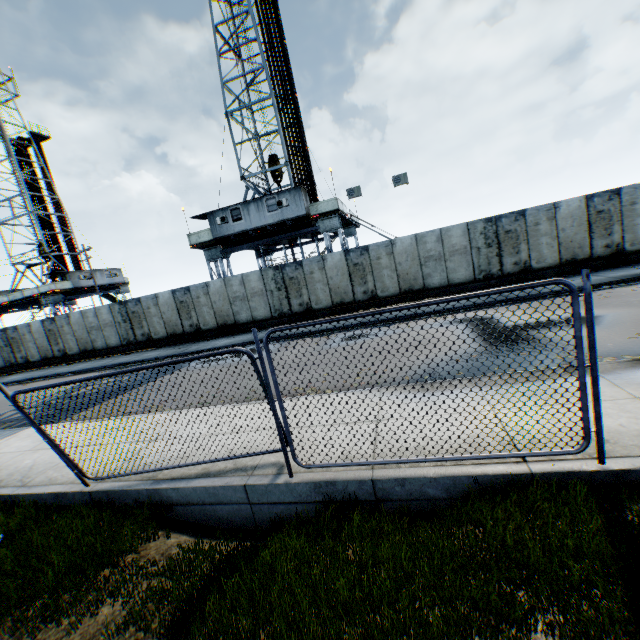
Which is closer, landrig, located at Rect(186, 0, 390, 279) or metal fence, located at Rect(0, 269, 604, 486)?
metal fence, located at Rect(0, 269, 604, 486)

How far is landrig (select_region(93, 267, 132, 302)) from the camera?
37.7m

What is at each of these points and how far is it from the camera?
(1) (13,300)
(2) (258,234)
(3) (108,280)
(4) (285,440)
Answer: (1) landrig, 34.1m
(2) landrig, 22.9m
(3) landrig, 38.6m
(4) metal fence, 4.9m

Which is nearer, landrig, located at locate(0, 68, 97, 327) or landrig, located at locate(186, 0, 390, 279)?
landrig, located at locate(186, 0, 390, 279)

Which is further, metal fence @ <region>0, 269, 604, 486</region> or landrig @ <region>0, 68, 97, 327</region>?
landrig @ <region>0, 68, 97, 327</region>

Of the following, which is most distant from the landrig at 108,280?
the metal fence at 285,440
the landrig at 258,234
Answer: the metal fence at 285,440

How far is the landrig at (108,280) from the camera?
37.7m

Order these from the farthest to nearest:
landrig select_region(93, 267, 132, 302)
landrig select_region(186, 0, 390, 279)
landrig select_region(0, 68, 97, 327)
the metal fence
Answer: landrig select_region(93, 267, 132, 302) < landrig select_region(0, 68, 97, 327) < landrig select_region(186, 0, 390, 279) < the metal fence
